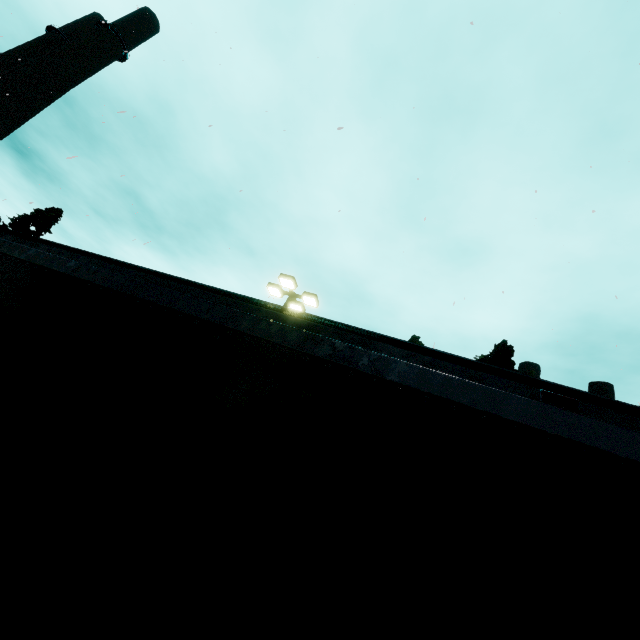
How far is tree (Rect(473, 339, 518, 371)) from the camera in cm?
1647

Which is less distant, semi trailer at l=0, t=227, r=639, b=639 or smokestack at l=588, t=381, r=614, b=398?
semi trailer at l=0, t=227, r=639, b=639

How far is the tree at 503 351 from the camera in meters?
16.5

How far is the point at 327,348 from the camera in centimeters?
148cm

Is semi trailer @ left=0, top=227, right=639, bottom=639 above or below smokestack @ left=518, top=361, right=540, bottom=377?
below

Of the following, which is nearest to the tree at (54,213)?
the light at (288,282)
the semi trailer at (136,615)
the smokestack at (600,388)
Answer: the light at (288,282)

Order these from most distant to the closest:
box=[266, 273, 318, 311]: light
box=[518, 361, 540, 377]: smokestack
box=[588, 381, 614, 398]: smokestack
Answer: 1. box=[518, 361, 540, 377]: smokestack
2. box=[588, 381, 614, 398]: smokestack
3. box=[266, 273, 318, 311]: light

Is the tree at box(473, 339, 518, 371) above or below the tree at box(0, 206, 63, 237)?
below
